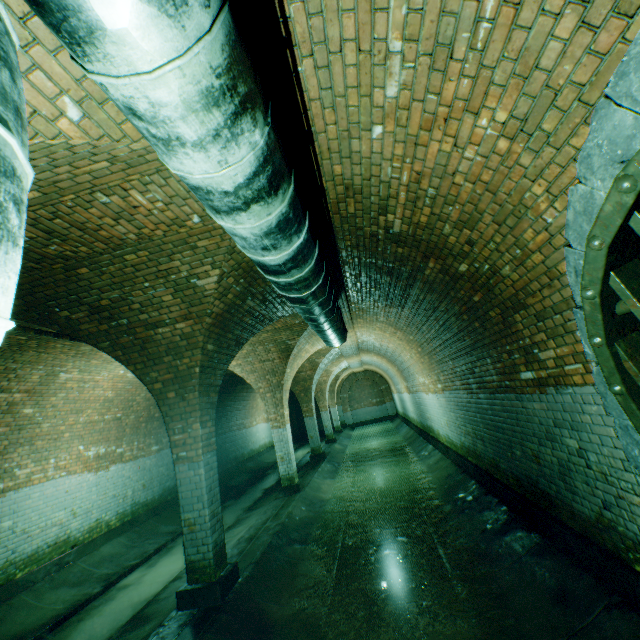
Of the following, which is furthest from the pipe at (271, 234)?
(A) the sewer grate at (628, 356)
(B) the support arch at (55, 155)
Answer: (A) the sewer grate at (628, 356)

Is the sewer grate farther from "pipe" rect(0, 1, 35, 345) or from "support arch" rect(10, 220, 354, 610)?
"support arch" rect(10, 220, 354, 610)

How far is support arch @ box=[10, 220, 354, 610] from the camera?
3.9 meters

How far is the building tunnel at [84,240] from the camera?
2.9m

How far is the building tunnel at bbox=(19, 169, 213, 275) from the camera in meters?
2.9 m

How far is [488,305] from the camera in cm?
405

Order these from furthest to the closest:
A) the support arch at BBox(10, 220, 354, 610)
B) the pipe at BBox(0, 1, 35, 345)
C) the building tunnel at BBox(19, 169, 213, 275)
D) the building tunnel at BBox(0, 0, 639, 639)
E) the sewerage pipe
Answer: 1. the support arch at BBox(10, 220, 354, 610)
2. the building tunnel at BBox(19, 169, 213, 275)
3. the building tunnel at BBox(0, 0, 639, 639)
4. the sewerage pipe
5. the pipe at BBox(0, 1, 35, 345)

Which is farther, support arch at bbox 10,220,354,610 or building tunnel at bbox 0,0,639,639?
support arch at bbox 10,220,354,610
